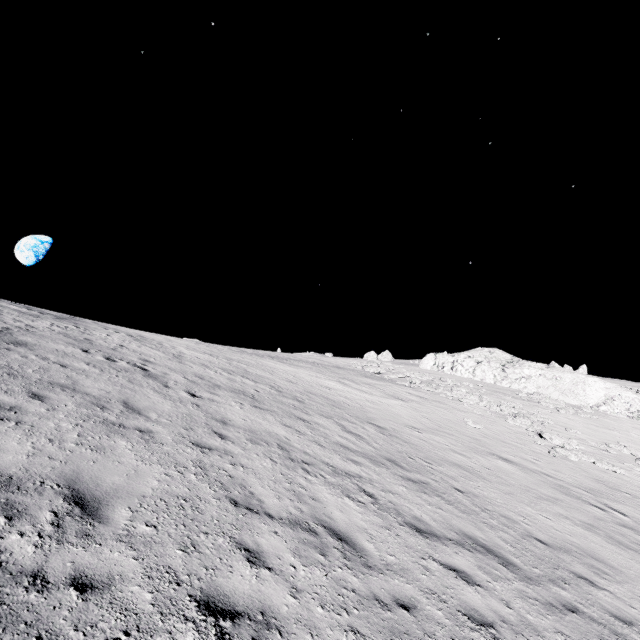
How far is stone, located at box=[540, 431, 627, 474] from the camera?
18.2m

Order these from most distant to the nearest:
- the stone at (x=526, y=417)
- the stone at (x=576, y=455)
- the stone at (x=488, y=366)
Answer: the stone at (x=488, y=366), the stone at (x=526, y=417), the stone at (x=576, y=455)

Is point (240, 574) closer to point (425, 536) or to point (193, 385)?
point (425, 536)

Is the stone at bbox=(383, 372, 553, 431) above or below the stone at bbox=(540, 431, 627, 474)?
above

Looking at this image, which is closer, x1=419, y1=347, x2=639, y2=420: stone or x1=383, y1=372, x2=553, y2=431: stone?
x1=383, y1=372, x2=553, y2=431: stone

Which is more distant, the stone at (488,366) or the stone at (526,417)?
the stone at (488,366)

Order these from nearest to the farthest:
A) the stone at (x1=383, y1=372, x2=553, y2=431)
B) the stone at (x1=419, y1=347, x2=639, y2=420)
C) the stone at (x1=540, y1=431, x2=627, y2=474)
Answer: the stone at (x1=540, y1=431, x2=627, y2=474) < the stone at (x1=383, y1=372, x2=553, y2=431) < the stone at (x1=419, y1=347, x2=639, y2=420)

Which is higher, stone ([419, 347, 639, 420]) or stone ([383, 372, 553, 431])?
stone ([419, 347, 639, 420])
